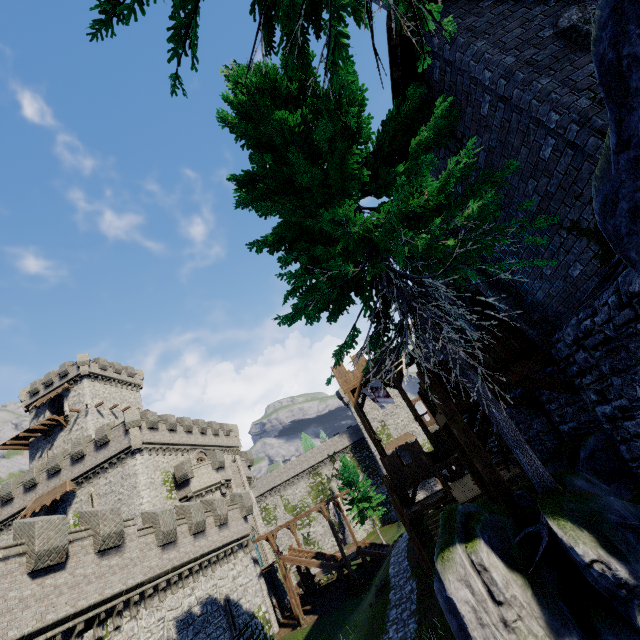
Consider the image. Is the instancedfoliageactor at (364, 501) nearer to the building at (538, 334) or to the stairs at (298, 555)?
the stairs at (298, 555)

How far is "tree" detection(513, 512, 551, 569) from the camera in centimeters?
463cm

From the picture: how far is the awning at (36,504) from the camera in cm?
3095

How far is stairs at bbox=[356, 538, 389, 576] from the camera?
29.91m

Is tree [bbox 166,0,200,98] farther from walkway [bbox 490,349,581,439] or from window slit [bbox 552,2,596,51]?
window slit [bbox 552,2,596,51]

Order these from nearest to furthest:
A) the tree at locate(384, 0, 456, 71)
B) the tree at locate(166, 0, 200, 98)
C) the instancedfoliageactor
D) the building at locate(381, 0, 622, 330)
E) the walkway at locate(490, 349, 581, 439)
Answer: the tree at locate(384, 0, 456, 71)
the tree at locate(166, 0, 200, 98)
the building at locate(381, 0, 622, 330)
the walkway at locate(490, 349, 581, 439)
the instancedfoliageactor

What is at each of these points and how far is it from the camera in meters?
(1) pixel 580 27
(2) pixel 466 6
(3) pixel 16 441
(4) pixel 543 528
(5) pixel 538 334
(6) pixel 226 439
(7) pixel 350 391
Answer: (1) window slit, 5.0
(2) building, 6.1
(3) walkway, 42.1
(4) tree, 4.9
(5) building, 8.0
(6) building tower, 47.2
(7) walkway, 27.5

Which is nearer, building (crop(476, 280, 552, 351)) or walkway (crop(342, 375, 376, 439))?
building (crop(476, 280, 552, 351))
